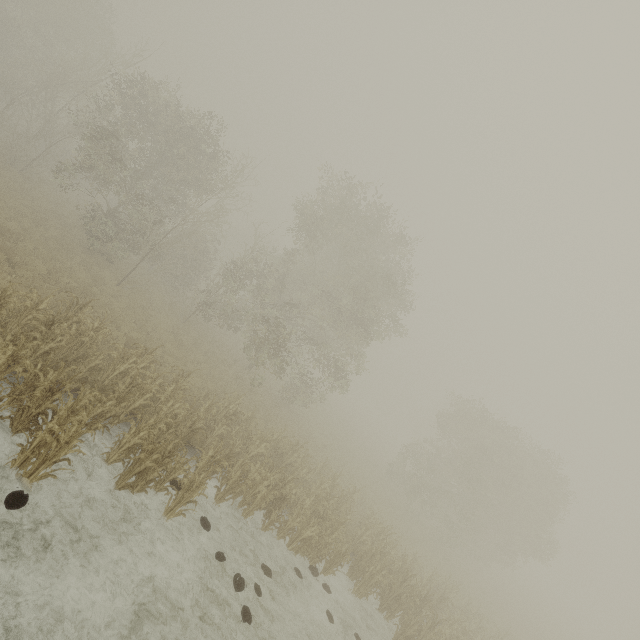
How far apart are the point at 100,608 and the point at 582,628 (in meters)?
76.77
